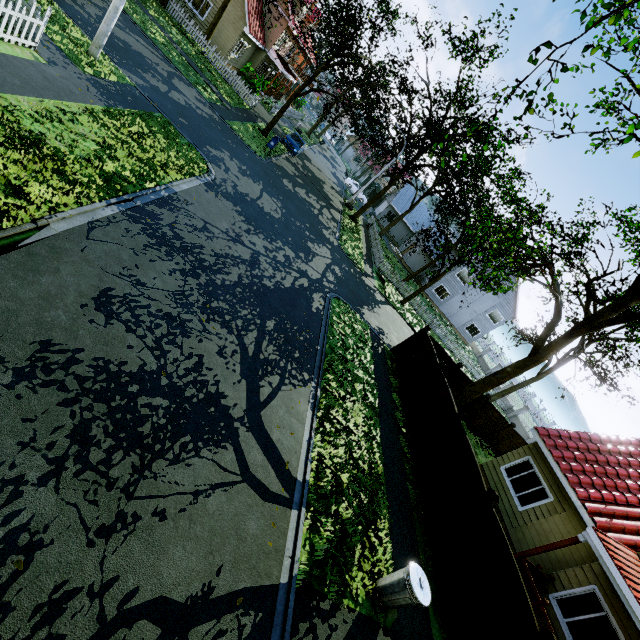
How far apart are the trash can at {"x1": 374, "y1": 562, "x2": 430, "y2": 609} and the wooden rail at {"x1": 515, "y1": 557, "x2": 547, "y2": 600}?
5.2m

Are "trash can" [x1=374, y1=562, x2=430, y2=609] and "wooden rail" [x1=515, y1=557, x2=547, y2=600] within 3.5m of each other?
no

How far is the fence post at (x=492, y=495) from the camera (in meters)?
8.47

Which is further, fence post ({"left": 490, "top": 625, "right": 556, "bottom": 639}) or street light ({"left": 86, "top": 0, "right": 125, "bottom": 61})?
street light ({"left": 86, "top": 0, "right": 125, "bottom": 61})

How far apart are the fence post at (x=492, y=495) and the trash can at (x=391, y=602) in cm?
294

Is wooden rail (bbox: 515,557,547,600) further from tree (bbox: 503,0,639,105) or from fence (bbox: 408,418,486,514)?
tree (bbox: 503,0,639,105)

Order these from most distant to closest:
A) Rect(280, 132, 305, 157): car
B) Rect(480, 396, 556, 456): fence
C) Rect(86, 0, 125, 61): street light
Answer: Rect(280, 132, 305, 157): car, Rect(480, 396, 556, 456): fence, Rect(86, 0, 125, 61): street light

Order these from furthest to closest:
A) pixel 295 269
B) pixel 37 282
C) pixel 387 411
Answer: pixel 295 269 < pixel 387 411 < pixel 37 282
